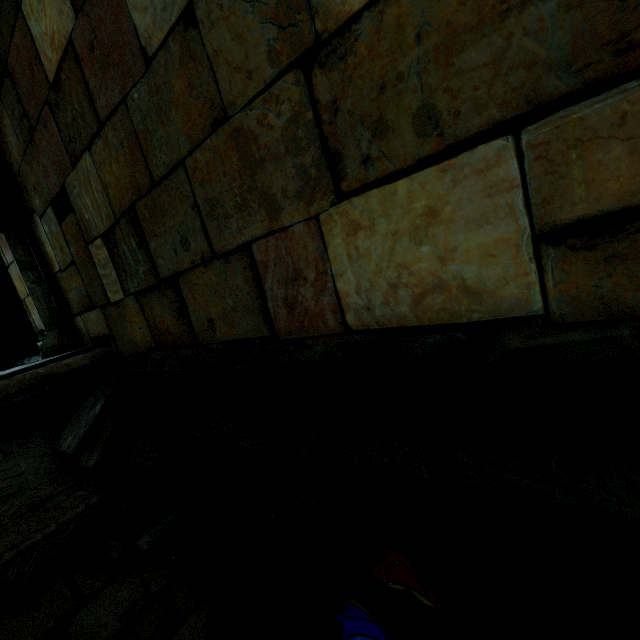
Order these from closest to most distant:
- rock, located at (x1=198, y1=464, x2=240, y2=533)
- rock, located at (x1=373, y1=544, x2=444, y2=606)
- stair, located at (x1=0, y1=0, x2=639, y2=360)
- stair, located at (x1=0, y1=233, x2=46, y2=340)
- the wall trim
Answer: stair, located at (x1=0, y1=0, x2=639, y2=360) < the wall trim < rock, located at (x1=198, y1=464, x2=240, y2=533) < stair, located at (x1=0, y1=233, x2=46, y2=340) < rock, located at (x1=373, y1=544, x2=444, y2=606)

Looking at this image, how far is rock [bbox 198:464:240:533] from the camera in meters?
2.5 m

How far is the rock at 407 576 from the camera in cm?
428

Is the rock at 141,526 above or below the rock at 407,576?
above

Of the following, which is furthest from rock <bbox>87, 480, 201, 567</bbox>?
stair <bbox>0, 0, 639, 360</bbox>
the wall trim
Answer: stair <bbox>0, 0, 639, 360</bbox>

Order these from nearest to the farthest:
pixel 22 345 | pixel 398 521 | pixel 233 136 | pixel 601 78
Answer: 1. pixel 601 78
2. pixel 233 136
3. pixel 398 521
4. pixel 22 345
